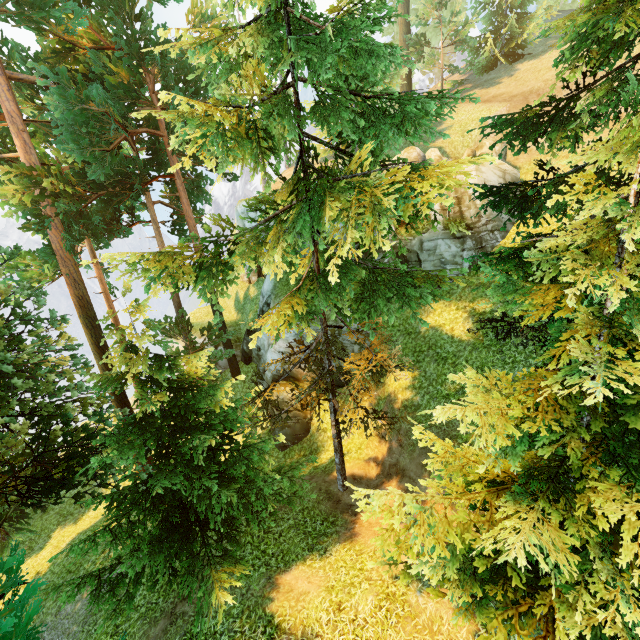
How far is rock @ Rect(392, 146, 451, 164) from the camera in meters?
18.1 m

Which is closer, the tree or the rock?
the tree

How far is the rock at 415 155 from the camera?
18.1 meters

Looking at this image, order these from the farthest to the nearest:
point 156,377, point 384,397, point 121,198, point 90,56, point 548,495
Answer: point 121,198, point 384,397, point 90,56, point 156,377, point 548,495

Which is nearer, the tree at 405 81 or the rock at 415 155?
the tree at 405 81
